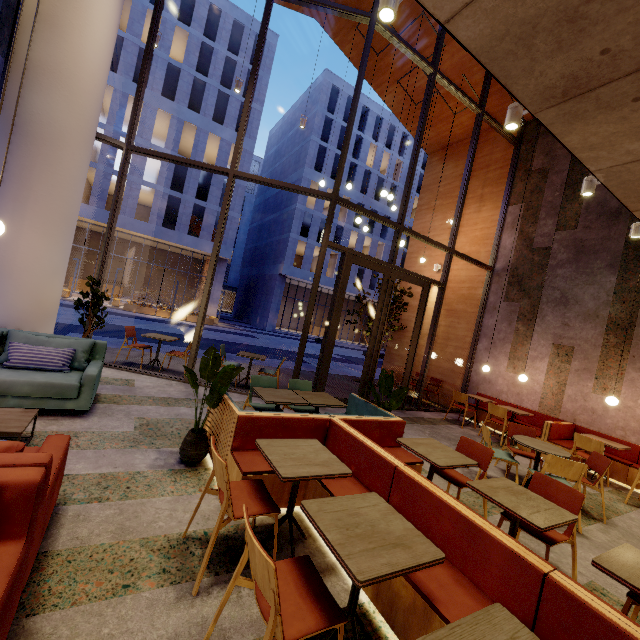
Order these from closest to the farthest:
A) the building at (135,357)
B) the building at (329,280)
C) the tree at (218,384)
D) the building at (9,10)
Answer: the tree at (218,384) < the building at (9,10) < the building at (135,357) < the building at (329,280)

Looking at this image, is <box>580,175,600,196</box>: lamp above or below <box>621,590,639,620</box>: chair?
above

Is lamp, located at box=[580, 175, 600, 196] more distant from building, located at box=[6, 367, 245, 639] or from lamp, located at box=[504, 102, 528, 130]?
lamp, located at box=[504, 102, 528, 130]

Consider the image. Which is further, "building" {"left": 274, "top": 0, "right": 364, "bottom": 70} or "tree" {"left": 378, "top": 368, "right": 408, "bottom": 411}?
"building" {"left": 274, "top": 0, "right": 364, "bottom": 70}

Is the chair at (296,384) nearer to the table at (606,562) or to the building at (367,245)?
the table at (606,562)

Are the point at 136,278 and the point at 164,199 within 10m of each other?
yes

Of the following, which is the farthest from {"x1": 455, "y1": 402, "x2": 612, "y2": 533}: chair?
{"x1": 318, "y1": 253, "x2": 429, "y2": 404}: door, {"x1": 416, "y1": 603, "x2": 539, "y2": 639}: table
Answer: {"x1": 416, "y1": 603, "x2": 539, "y2": 639}: table

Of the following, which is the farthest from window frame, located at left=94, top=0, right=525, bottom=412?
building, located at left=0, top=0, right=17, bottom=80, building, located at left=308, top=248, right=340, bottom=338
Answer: building, located at left=308, top=248, right=340, bottom=338
